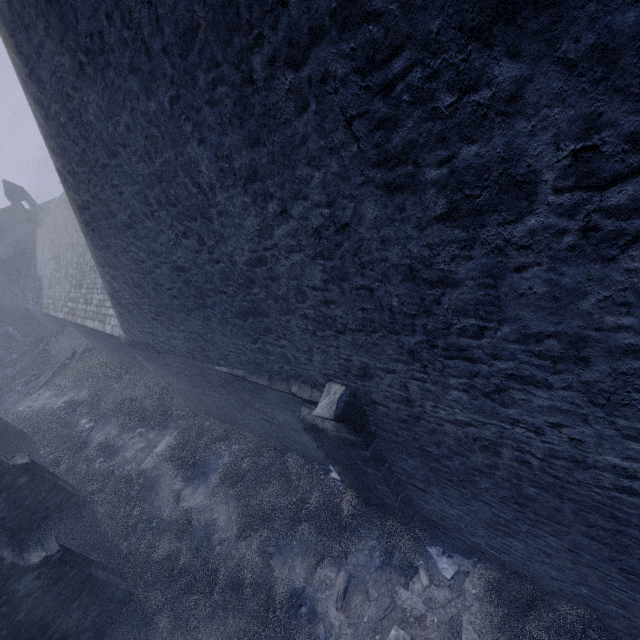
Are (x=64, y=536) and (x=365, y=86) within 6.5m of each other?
no

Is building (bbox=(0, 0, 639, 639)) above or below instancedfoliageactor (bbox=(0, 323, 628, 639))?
above

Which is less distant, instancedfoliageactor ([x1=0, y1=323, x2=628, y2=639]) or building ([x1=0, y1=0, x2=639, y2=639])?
building ([x1=0, y1=0, x2=639, y2=639])

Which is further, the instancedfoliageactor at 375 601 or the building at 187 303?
the instancedfoliageactor at 375 601

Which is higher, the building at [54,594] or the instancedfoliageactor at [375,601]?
the building at [54,594]

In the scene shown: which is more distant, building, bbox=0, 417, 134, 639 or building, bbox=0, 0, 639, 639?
building, bbox=0, 417, 134, 639
